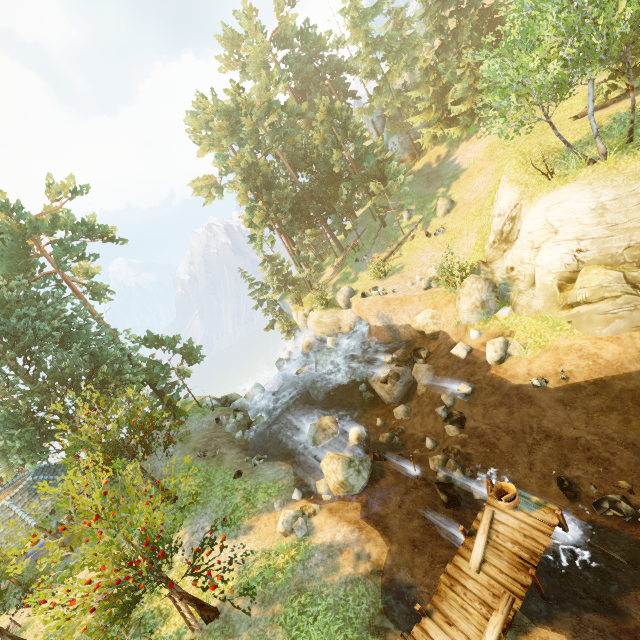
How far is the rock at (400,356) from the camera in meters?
19.0

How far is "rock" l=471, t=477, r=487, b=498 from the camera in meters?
12.3

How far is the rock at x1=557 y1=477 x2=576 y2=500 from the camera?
11.34m

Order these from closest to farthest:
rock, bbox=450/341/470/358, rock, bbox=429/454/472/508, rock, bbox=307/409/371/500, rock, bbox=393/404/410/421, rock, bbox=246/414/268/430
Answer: rock, bbox=429/454/472/508 → rock, bbox=307/409/371/500 → rock, bbox=450/341/470/358 → rock, bbox=393/404/410/421 → rock, bbox=246/414/268/430

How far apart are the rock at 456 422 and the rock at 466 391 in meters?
0.3

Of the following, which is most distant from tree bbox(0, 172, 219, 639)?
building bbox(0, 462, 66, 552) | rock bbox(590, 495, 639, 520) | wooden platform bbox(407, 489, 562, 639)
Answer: rock bbox(590, 495, 639, 520)

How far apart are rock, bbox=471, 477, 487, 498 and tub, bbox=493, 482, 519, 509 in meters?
2.3 m

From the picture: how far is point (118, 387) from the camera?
23.6m
